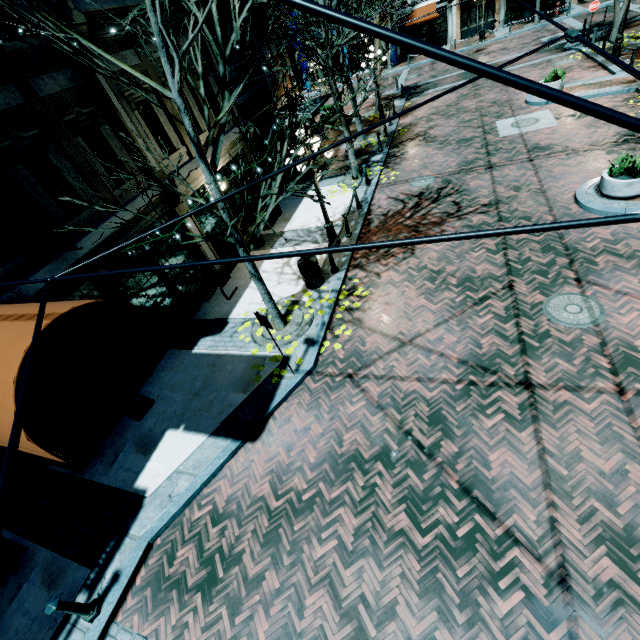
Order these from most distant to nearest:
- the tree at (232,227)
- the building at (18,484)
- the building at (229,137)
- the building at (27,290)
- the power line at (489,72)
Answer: the building at (229,137) < the building at (18,484) < the building at (27,290) < the tree at (232,227) < the power line at (489,72)

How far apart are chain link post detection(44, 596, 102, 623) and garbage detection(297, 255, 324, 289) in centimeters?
779cm

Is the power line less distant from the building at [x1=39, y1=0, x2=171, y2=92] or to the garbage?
the building at [x1=39, y1=0, x2=171, y2=92]

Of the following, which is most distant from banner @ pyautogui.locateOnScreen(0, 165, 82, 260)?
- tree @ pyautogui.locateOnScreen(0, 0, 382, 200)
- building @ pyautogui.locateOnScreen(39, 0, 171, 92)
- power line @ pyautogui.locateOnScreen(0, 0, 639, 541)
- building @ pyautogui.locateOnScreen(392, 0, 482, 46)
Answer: building @ pyautogui.locateOnScreen(392, 0, 482, 46)

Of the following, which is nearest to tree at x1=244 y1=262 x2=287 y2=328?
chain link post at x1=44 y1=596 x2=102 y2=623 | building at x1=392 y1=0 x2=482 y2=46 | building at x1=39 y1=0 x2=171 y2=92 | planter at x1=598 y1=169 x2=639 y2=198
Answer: building at x1=39 y1=0 x2=171 y2=92

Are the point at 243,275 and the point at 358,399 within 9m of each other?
yes

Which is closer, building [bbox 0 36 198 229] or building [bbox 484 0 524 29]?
building [bbox 0 36 198 229]

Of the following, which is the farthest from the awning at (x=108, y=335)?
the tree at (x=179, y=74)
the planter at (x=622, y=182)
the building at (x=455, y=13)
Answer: the building at (x=455, y=13)
